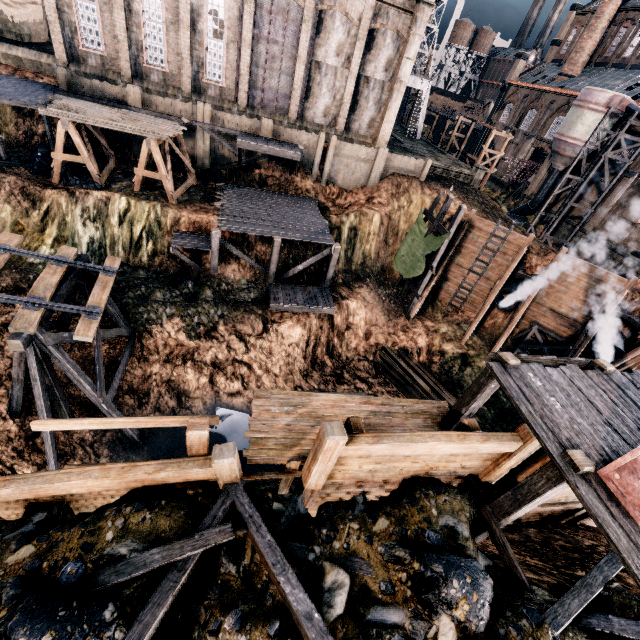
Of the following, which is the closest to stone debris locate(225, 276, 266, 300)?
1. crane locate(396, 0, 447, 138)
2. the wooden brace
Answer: the wooden brace

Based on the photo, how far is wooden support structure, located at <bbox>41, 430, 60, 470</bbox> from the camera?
13.8 meters

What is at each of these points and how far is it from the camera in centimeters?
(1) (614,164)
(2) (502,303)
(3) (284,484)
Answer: (1) building, 3716cm
(2) pipe, 2728cm
(3) wooden platform, 780cm

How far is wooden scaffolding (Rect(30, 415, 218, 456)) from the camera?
5.5 meters

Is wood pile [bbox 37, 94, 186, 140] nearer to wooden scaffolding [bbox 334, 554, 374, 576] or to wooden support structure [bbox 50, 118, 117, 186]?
wooden support structure [bbox 50, 118, 117, 186]

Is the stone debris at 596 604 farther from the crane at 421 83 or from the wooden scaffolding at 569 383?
the crane at 421 83

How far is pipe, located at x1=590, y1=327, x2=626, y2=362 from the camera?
23.06m

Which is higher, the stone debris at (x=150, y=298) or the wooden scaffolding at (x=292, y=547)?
the wooden scaffolding at (x=292, y=547)
